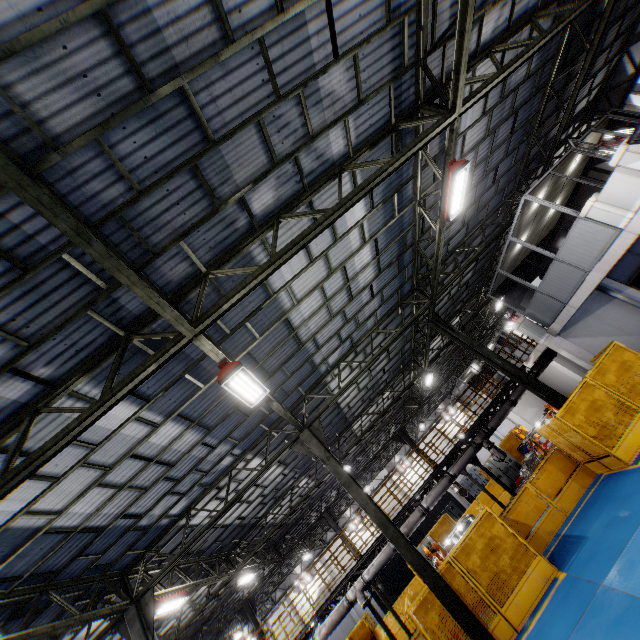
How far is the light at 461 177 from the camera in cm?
825

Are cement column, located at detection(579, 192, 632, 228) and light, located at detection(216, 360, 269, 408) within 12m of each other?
yes

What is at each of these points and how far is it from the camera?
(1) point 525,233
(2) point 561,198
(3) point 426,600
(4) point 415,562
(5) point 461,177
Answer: (1) cieling, 14.0m
(2) cieling, 14.9m
(3) metal panel, 9.6m
(4) metal pole, 9.1m
(5) light, 8.6m

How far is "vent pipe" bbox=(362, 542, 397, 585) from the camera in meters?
14.1

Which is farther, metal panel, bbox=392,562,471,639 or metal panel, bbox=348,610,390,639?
metal panel, bbox=348,610,390,639

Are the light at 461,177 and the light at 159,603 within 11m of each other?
no

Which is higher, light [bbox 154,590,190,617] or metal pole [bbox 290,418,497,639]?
light [bbox 154,590,190,617]

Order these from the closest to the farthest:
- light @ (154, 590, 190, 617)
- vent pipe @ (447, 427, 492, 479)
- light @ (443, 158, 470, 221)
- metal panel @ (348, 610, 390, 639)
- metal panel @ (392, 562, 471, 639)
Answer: light @ (443, 158, 470, 221) < metal panel @ (392, 562, 471, 639) < light @ (154, 590, 190, 617) < vent pipe @ (447, 427, 492, 479) < metal panel @ (348, 610, 390, 639)
